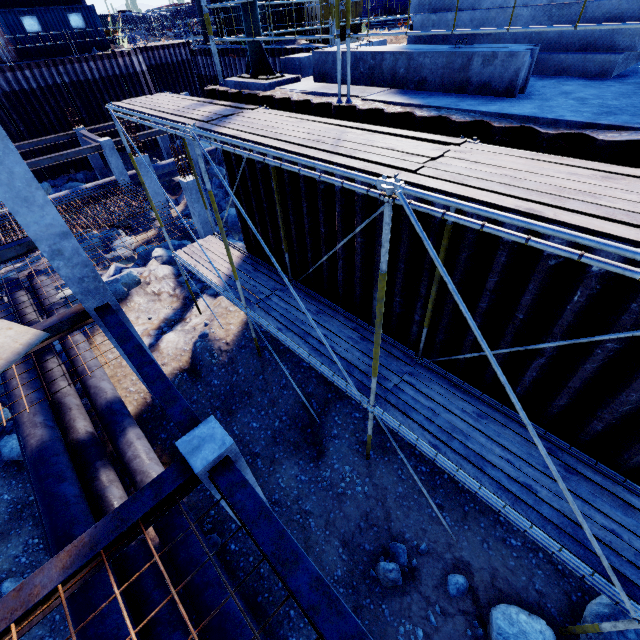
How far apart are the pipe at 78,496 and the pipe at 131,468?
0.14m

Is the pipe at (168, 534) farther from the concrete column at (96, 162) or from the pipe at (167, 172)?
the concrete column at (96, 162)

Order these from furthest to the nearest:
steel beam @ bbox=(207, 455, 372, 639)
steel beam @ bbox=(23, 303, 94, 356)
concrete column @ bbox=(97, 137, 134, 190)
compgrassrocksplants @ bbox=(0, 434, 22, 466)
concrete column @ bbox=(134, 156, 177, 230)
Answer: concrete column @ bbox=(97, 137, 134, 190) → concrete column @ bbox=(134, 156, 177, 230) → compgrassrocksplants @ bbox=(0, 434, 22, 466) → steel beam @ bbox=(23, 303, 94, 356) → steel beam @ bbox=(207, 455, 372, 639)

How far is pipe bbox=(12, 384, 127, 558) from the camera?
5.9m

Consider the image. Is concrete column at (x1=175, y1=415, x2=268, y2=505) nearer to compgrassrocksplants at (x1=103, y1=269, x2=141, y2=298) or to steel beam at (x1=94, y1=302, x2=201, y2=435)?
steel beam at (x1=94, y1=302, x2=201, y2=435)

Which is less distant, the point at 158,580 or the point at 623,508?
the point at 623,508

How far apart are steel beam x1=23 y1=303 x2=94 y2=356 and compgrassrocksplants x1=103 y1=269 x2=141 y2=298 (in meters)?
5.81

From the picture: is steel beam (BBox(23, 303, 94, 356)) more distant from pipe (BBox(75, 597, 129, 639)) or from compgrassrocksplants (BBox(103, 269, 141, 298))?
compgrassrocksplants (BBox(103, 269, 141, 298))
